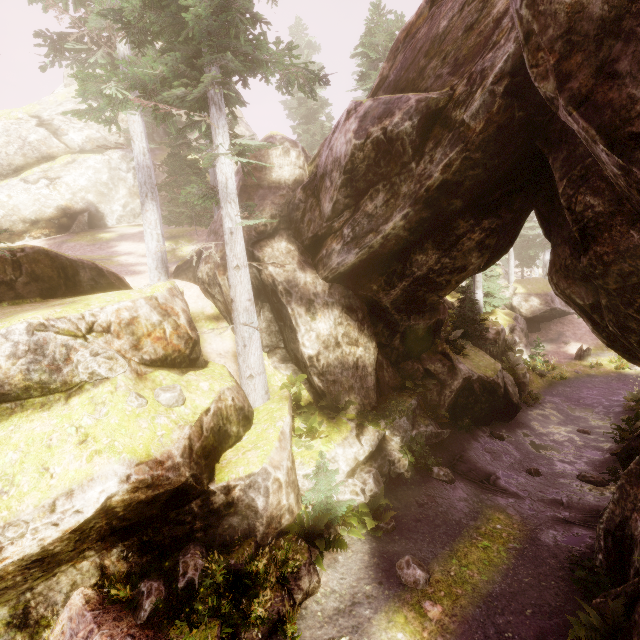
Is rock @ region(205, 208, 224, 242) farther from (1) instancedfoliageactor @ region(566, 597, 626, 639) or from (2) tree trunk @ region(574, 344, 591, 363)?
(2) tree trunk @ region(574, 344, 591, 363)

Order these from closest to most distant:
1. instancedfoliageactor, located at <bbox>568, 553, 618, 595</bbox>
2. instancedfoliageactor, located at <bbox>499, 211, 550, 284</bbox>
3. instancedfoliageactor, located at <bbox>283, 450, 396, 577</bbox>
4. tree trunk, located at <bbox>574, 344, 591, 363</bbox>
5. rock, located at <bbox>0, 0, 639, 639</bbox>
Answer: rock, located at <bbox>0, 0, 639, 639</bbox> < instancedfoliageactor, located at <bbox>568, 553, 618, 595</bbox> < instancedfoliageactor, located at <bbox>283, 450, 396, 577</bbox> < tree trunk, located at <bbox>574, 344, 591, 363</bbox> < instancedfoliageactor, located at <bbox>499, 211, 550, 284</bbox>

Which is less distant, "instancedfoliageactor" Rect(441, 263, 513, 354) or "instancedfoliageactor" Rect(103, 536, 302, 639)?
"instancedfoliageactor" Rect(103, 536, 302, 639)

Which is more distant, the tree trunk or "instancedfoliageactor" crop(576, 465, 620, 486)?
the tree trunk

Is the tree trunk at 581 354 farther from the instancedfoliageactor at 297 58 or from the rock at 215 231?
the rock at 215 231

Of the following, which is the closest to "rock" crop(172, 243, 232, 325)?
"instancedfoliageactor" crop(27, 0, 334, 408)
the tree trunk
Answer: "instancedfoliageactor" crop(27, 0, 334, 408)

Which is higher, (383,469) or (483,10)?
(483,10)
